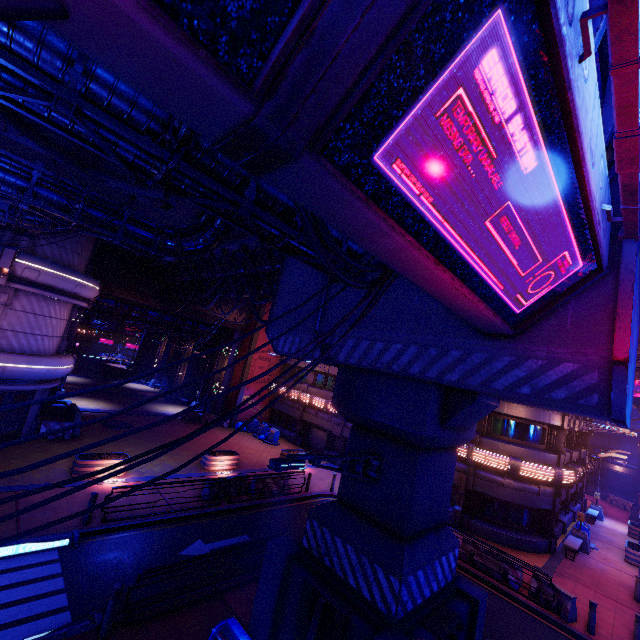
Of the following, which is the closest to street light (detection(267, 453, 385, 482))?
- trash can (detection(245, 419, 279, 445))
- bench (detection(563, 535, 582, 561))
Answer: bench (detection(563, 535, 582, 561))

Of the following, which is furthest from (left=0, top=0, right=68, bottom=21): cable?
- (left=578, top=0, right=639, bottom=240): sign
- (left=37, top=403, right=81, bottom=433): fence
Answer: (left=37, top=403, right=81, bottom=433): fence

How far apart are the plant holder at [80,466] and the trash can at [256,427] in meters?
13.4 m

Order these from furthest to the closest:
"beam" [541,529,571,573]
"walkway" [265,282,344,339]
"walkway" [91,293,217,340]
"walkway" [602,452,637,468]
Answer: "walkway" [602,452,637,468] → "walkway" [91,293,217,340] → "beam" [541,529,571,573] → "walkway" [265,282,344,339]

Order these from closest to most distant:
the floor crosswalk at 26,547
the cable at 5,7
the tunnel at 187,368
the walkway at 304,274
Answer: the cable at 5,7 < the floor crosswalk at 26,547 < the walkway at 304,274 < the tunnel at 187,368

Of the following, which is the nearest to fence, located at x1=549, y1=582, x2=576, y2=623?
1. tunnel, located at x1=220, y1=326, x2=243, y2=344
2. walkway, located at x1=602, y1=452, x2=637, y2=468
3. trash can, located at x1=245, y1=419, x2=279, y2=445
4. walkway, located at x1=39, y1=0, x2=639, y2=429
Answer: walkway, located at x1=39, y1=0, x2=639, y2=429

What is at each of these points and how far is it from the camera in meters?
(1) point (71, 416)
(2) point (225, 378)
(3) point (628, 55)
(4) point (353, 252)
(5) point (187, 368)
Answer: (1) fence, 21.5
(2) tunnel, 32.0
(3) sign, 2.1
(4) pipe, 7.8
(5) tunnel, 38.1

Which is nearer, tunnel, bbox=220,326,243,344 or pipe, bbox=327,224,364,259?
pipe, bbox=327,224,364,259
